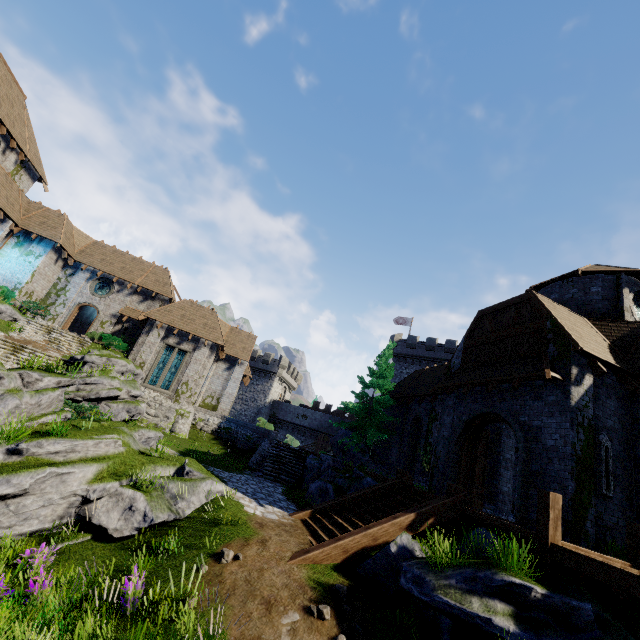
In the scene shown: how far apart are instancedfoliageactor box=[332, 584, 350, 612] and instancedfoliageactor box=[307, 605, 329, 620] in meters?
0.3

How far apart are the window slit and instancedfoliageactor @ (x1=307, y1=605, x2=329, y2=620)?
9.05m

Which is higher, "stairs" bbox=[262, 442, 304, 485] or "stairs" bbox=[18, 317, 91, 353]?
"stairs" bbox=[18, 317, 91, 353]

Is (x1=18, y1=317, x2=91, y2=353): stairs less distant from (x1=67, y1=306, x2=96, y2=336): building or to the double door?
(x1=67, y1=306, x2=96, y2=336): building

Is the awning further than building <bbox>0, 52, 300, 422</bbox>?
No

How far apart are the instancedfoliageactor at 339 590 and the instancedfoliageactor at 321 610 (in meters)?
0.34

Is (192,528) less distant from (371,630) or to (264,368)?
(371,630)

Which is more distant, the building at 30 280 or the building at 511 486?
the building at 30 280
